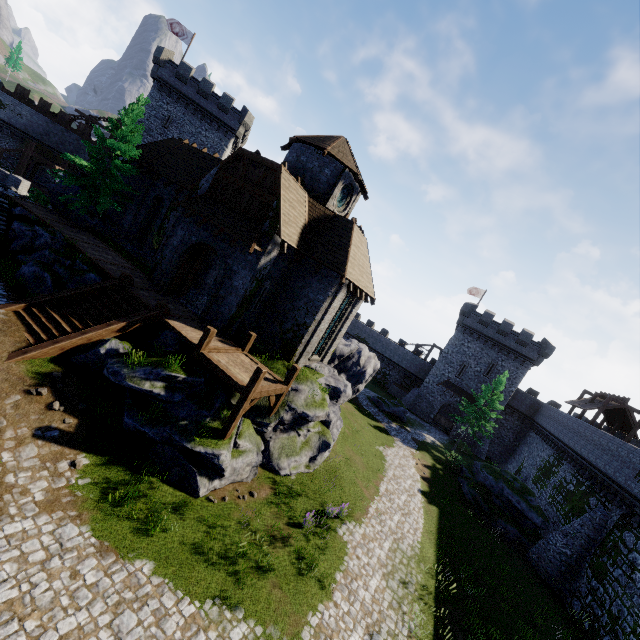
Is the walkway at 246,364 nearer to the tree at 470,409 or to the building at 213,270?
the building at 213,270

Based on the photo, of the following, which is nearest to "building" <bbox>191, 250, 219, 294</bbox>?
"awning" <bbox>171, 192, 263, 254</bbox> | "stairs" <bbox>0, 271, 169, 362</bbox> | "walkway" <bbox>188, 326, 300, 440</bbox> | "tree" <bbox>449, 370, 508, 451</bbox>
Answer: "awning" <bbox>171, 192, 263, 254</bbox>

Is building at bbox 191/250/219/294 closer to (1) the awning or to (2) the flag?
(1) the awning

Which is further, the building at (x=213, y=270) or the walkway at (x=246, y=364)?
the building at (x=213, y=270)

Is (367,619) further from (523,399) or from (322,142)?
(523,399)

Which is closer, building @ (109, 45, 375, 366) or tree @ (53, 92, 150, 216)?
building @ (109, 45, 375, 366)

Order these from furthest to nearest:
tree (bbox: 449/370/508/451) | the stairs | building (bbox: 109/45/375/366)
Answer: tree (bbox: 449/370/508/451), building (bbox: 109/45/375/366), the stairs

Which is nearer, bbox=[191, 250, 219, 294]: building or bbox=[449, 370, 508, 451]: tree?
bbox=[191, 250, 219, 294]: building
